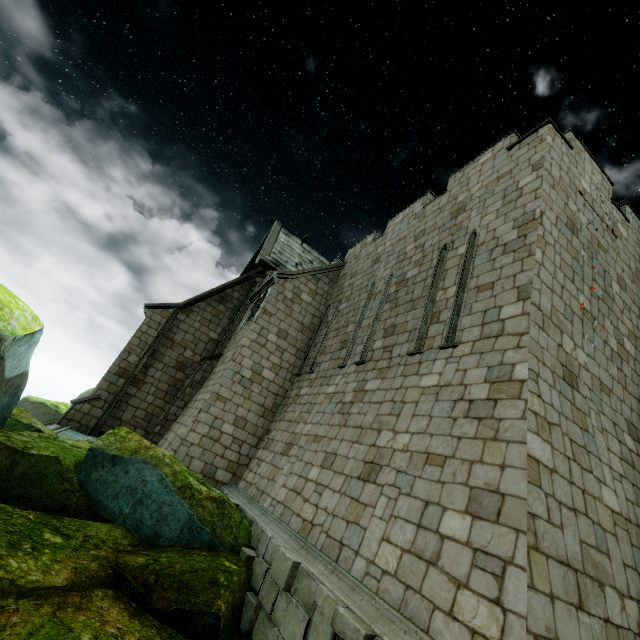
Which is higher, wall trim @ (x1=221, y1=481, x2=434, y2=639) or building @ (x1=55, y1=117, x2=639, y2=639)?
building @ (x1=55, y1=117, x2=639, y2=639)

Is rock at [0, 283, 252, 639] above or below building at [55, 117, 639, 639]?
below

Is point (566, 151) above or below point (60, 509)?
above

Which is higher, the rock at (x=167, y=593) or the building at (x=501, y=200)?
the building at (x=501, y=200)

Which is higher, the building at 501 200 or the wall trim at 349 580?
the building at 501 200
